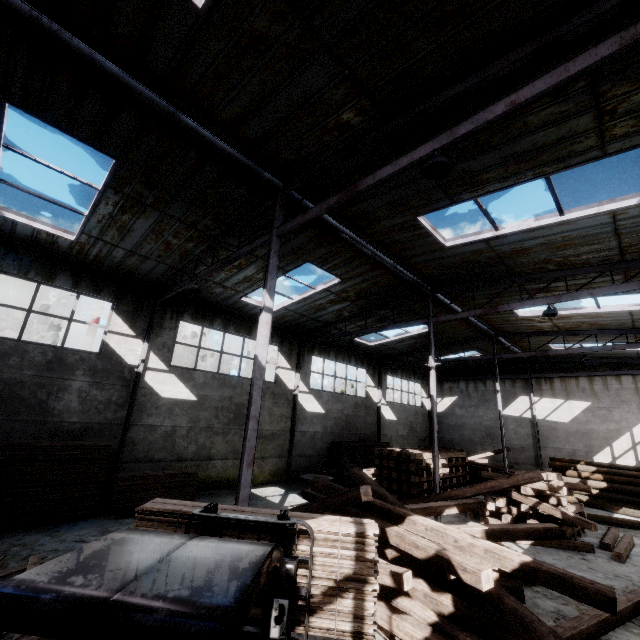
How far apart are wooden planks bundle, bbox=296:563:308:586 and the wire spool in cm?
1279

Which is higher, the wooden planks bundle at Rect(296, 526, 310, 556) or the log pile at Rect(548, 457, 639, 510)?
the wooden planks bundle at Rect(296, 526, 310, 556)

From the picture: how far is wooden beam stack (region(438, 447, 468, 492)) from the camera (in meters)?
15.31

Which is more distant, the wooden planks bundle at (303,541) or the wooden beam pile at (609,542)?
the wooden beam pile at (609,542)

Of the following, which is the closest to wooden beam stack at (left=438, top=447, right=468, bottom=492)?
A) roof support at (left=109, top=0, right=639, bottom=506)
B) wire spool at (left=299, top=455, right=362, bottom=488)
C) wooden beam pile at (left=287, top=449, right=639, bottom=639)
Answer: wire spool at (left=299, top=455, right=362, bottom=488)

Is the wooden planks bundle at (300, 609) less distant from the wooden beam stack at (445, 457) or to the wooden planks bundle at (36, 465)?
the wooden planks bundle at (36, 465)

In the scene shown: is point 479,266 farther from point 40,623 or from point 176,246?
point 40,623

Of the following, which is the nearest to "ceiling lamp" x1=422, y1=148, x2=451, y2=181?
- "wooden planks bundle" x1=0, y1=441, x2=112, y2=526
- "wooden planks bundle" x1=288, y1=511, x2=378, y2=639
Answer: "wooden planks bundle" x1=288, y1=511, x2=378, y2=639
